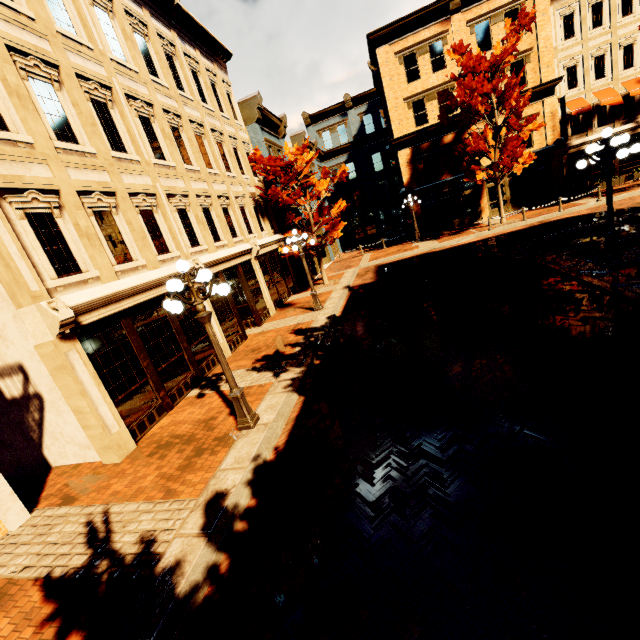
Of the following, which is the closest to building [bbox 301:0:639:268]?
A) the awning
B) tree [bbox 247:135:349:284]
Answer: the awning

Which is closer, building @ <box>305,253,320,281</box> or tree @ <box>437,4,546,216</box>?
tree @ <box>437,4,546,216</box>

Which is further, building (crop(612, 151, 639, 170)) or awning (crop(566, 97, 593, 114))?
building (crop(612, 151, 639, 170))

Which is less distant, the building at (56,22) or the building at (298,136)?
the building at (56,22)

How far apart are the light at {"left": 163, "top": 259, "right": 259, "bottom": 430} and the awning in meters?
28.1

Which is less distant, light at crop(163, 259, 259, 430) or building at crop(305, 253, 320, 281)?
light at crop(163, 259, 259, 430)

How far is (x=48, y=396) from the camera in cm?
712

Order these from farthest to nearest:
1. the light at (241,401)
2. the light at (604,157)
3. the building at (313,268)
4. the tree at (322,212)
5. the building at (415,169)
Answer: the building at (313,268) < the building at (415,169) < the tree at (322,212) < the light at (604,157) < the light at (241,401)
